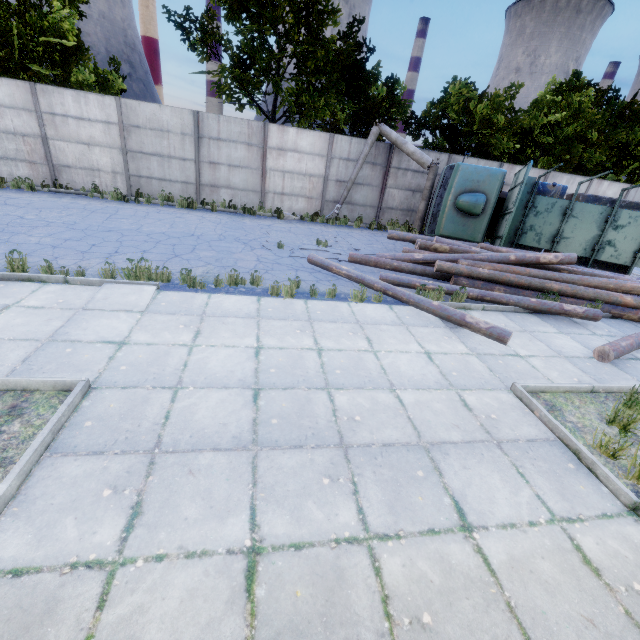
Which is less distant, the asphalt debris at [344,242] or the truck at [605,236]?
the asphalt debris at [344,242]

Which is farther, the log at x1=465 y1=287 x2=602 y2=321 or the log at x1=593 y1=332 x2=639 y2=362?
the log at x1=465 y1=287 x2=602 y2=321

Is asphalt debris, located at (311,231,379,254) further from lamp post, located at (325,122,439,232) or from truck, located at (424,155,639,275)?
truck, located at (424,155,639,275)

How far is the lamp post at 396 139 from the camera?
14.28m

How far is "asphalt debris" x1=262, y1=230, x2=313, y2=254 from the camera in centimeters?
1017cm

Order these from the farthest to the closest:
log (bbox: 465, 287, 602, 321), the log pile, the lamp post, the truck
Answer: the lamp post, the truck, the log pile, log (bbox: 465, 287, 602, 321)

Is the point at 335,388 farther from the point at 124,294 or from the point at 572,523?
the point at 124,294

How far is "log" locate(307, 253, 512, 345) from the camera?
6.5 meters
